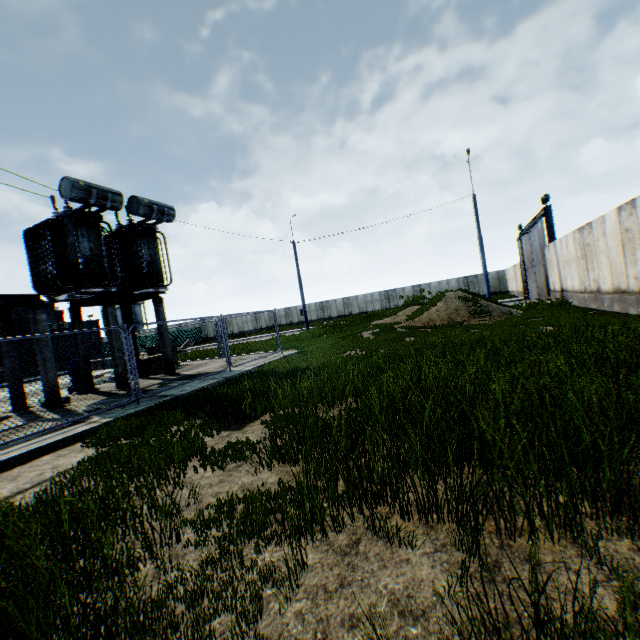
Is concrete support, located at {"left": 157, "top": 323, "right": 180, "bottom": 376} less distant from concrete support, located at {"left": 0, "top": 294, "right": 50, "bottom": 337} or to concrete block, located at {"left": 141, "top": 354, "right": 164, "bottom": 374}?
concrete block, located at {"left": 141, "top": 354, "right": 164, "bottom": 374}

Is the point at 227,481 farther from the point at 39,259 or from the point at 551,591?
the point at 39,259

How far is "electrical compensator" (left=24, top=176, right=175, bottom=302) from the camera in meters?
11.1 m

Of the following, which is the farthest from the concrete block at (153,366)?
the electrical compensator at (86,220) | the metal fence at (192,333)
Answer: the electrical compensator at (86,220)

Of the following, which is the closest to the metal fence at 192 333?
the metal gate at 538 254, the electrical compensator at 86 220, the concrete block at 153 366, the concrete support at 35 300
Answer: the concrete block at 153 366

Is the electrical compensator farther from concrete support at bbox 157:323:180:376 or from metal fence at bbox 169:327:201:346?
metal fence at bbox 169:327:201:346

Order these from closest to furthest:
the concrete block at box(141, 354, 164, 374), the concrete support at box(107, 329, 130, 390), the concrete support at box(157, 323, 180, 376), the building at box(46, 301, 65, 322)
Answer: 1. the concrete support at box(107, 329, 130, 390)
2. the concrete support at box(157, 323, 180, 376)
3. the concrete block at box(141, 354, 164, 374)
4. the building at box(46, 301, 65, 322)

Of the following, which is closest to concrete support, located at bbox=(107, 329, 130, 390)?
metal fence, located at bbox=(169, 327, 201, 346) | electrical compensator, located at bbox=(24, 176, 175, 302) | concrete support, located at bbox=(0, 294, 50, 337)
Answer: electrical compensator, located at bbox=(24, 176, 175, 302)
